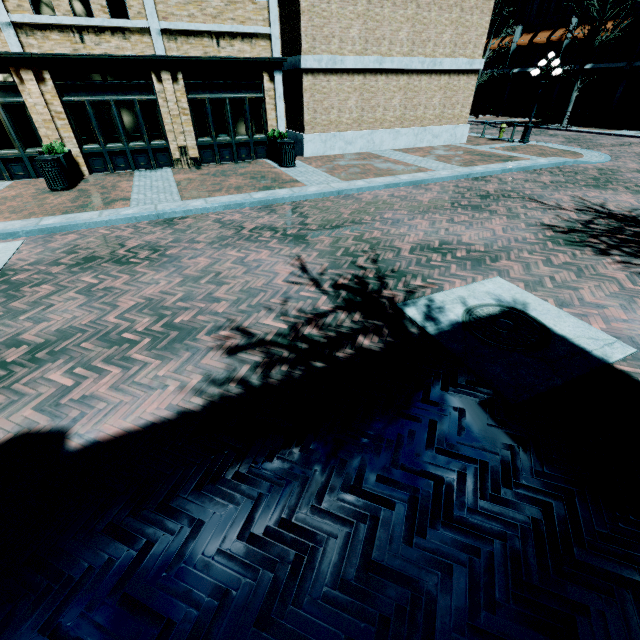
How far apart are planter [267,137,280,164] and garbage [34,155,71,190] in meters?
6.9 m

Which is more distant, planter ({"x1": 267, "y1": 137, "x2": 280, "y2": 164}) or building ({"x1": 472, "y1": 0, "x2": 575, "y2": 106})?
building ({"x1": 472, "y1": 0, "x2": 575, "y2": 106})

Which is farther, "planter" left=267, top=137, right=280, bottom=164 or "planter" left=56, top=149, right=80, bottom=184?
"planter" left=267, top=137, right=280, bottom=164

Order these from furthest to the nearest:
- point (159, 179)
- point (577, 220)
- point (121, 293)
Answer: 1. point (159, 179)
2. point (577, 220)
3. point (121, 293)

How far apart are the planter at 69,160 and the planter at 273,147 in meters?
6.9 m

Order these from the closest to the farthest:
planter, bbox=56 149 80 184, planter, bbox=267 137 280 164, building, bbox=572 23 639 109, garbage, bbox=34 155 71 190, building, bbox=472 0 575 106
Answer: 1. garbage, bbox=34 155 71 190
2. planter, bbox=56 149 80 184
3. planter, bbox=267 137 280 164
4. building, bbox=572 23 639 109
5. building, bbox=472 0 575 106

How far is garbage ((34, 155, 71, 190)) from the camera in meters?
9.3 m

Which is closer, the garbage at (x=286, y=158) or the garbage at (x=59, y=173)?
the garbage at (x=59, y=173)
